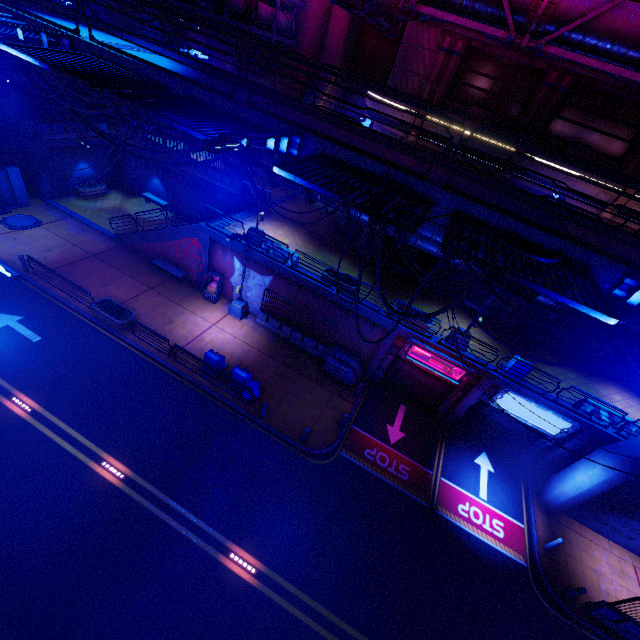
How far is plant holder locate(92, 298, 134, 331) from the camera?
17.09m

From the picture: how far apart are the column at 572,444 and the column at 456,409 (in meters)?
4.62

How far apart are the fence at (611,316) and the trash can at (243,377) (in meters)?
12.25

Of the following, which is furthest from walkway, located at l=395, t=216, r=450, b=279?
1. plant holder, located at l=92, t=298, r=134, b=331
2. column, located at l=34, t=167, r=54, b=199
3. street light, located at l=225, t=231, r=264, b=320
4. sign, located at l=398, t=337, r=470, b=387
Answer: plant holder, located at l=92, t=298, r=134, b=331

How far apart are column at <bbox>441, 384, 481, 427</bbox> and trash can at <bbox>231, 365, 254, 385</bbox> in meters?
11.1 m

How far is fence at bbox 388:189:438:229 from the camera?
5.5 meters

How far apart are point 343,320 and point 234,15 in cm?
1864

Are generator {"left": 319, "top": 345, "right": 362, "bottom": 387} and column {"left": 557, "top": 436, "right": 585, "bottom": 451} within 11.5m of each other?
yes
